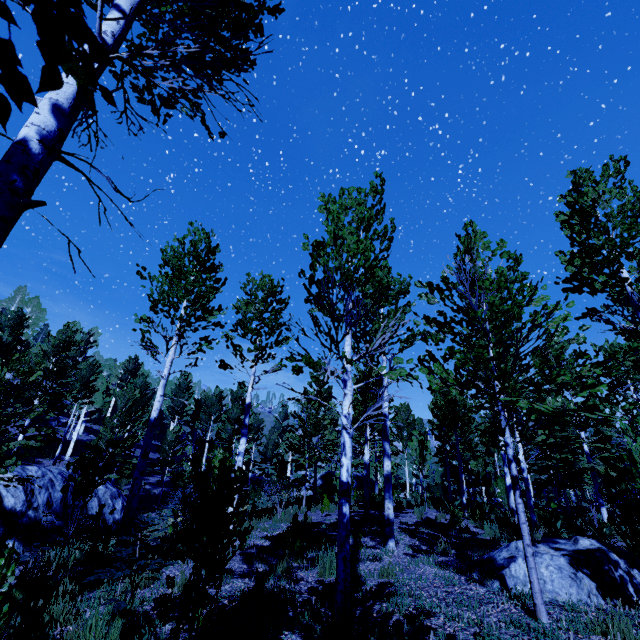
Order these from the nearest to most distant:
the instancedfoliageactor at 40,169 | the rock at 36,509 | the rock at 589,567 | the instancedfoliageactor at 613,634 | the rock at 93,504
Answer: the instancedfoliageactor at 40,169
the instancedfoliageactor at 613,634
the rock at 589,567
the rock at 36,509
the rock at 93,504

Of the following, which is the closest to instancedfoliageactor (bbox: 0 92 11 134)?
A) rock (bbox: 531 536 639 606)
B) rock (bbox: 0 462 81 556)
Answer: rock (bbox: 531 536 639 606)

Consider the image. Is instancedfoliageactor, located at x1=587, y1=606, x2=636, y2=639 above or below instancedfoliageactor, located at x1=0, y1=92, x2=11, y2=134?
below

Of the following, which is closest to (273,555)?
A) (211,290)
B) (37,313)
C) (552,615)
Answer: (552,615)

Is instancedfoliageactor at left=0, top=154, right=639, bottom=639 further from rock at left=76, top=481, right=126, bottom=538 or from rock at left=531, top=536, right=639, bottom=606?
rock at left=76, top=481, right=126, bottom=538

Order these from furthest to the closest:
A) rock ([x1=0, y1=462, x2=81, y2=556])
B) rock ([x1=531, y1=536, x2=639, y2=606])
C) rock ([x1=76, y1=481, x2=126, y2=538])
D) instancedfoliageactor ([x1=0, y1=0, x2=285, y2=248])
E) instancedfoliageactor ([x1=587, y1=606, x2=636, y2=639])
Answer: rock ([x1=76, y1=481, x2=126, y2=538])
rock ([x1=0, y1=462, x2=81, y2=556])
rock ([x1=531, y1=536, x2=639, y2=606])
instancedfoliageactor ([x1=587, y1=606, x2=636, y2=639])
instancedfoliageactor ([x1=0, y1=0, x2=285, y2=248])

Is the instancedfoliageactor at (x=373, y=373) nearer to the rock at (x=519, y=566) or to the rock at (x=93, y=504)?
the rock at (x=519, y=566)
